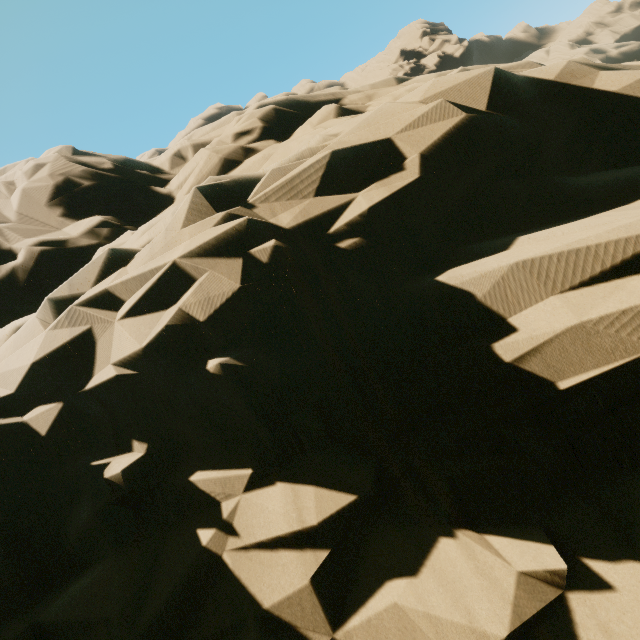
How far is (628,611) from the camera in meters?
2.7
